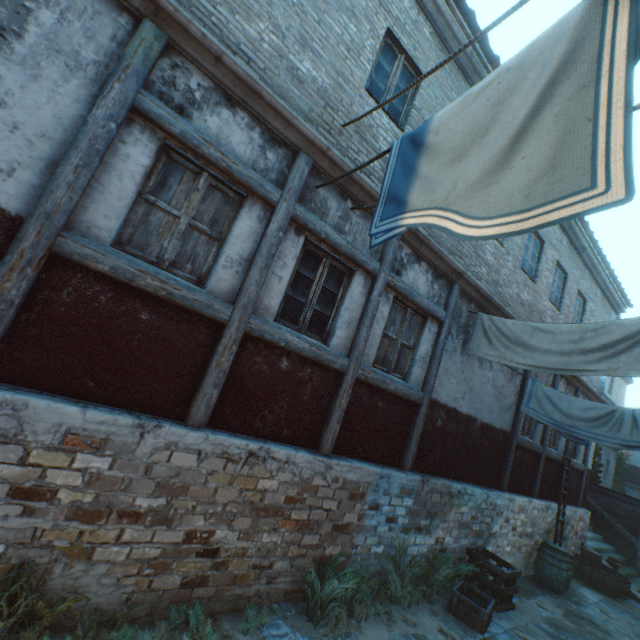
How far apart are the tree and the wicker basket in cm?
1735

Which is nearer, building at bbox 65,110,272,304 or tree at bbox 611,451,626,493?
building at bbox 65,110,272,304

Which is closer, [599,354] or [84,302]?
[84,302]

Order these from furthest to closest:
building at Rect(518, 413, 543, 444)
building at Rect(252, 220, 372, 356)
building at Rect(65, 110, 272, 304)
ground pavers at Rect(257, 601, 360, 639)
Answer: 1. building at Rect(518, 413, 543, 444)
2. building at Rect(252, 220, 372, 356)
3. ground pavers at Rect(257, 601, 360, 639)
4. building at Rect(65, 110, 272, 304)

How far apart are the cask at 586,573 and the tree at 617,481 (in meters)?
17.00

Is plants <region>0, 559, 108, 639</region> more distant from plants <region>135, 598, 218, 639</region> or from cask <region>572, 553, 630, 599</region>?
cask <region>572, 553, 630, 599</region>

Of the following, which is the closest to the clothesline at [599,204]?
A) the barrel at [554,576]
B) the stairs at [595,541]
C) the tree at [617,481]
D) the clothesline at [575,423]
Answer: the clothesline at [575,423]

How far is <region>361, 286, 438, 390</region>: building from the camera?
5.4m
